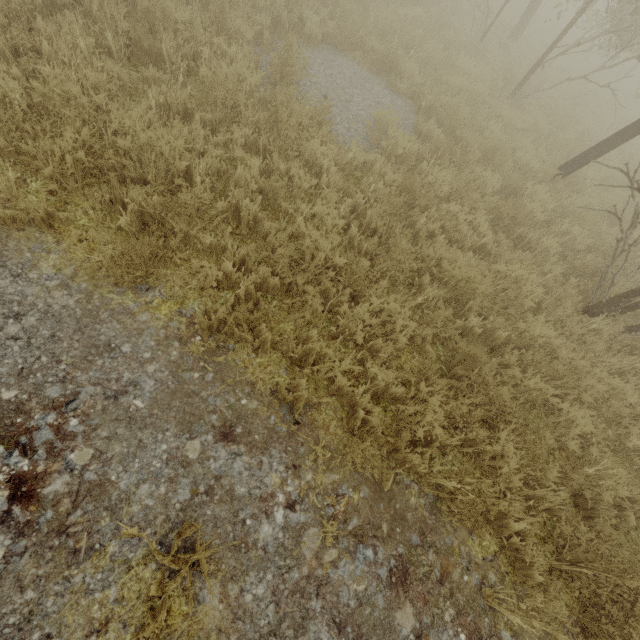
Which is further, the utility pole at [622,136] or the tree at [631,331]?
the utility pole at [622,136]

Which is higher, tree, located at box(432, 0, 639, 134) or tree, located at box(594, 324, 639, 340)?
Answer: tree, located at box(432, 0, 639, 134)

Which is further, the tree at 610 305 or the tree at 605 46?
the tree at 605 46

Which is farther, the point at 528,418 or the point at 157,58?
the point at 157,58

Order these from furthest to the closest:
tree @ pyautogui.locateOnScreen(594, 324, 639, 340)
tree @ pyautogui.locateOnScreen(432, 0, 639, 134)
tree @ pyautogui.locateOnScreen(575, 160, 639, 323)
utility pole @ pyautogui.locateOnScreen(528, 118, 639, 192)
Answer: tree @ pyautogui.locateOnScreen(432, 0, 639, 134)
utility pole @ pyautogui.locateOnScreen(528, 118, 639, 192)
tree @ pyautogui.locateOnScreen(594, 324, 639, 340)
tree @ pyautogui.locateOnScreen(575, 160, 639, 323)

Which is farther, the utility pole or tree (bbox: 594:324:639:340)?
the utility pole

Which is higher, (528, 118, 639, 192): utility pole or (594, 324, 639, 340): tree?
(528, 118, 639, 192): utility pole
